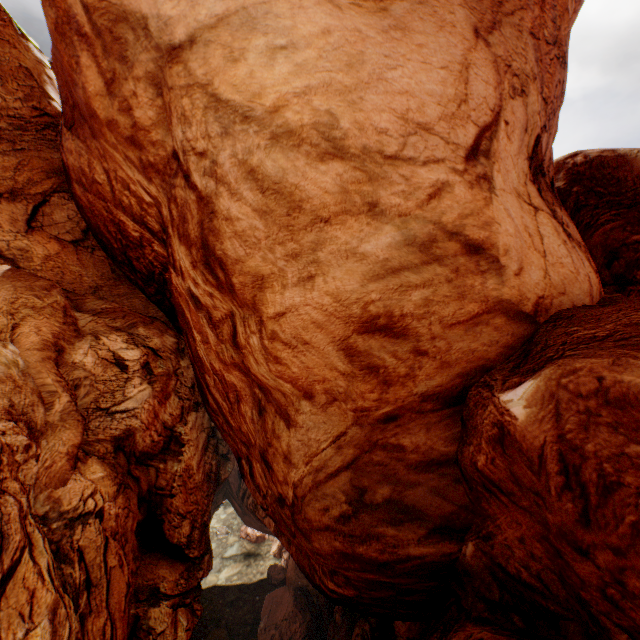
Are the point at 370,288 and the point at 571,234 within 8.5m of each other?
yes
